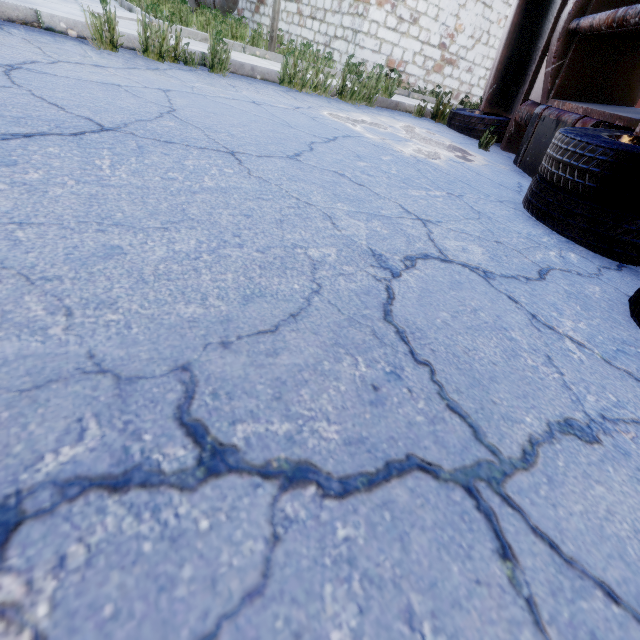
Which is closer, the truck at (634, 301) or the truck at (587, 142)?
the truck at (634, 301)

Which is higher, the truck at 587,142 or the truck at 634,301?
the truck at 587,142

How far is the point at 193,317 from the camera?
0.8m

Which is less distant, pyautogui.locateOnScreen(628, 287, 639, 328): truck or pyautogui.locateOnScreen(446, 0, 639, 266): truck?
pyautogui.locateOnScreen(628, 287, 639, 328): truck

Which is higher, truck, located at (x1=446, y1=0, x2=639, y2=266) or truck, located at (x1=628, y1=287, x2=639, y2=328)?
truck, located at (x1=446, y1=0, x2=639, y2=266)
